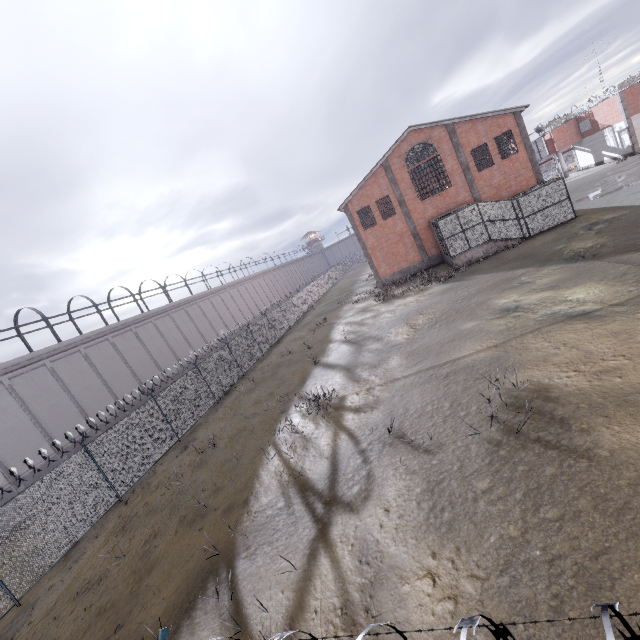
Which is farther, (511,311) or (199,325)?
(199,325)
